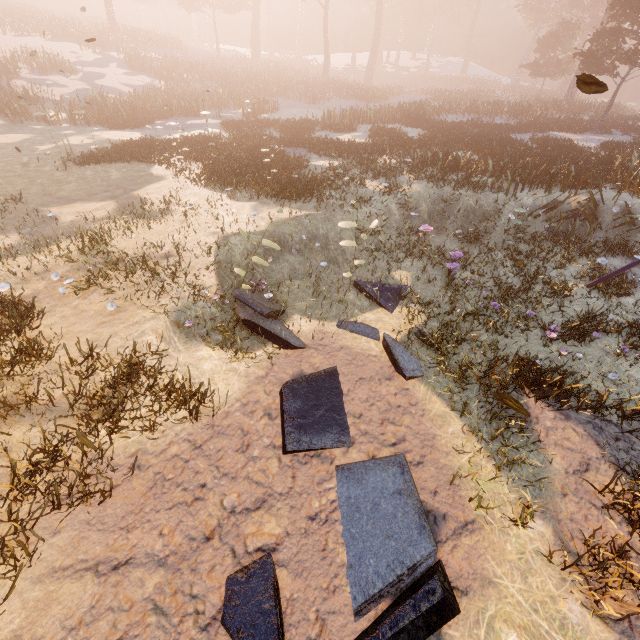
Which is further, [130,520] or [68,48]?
[68,48]
